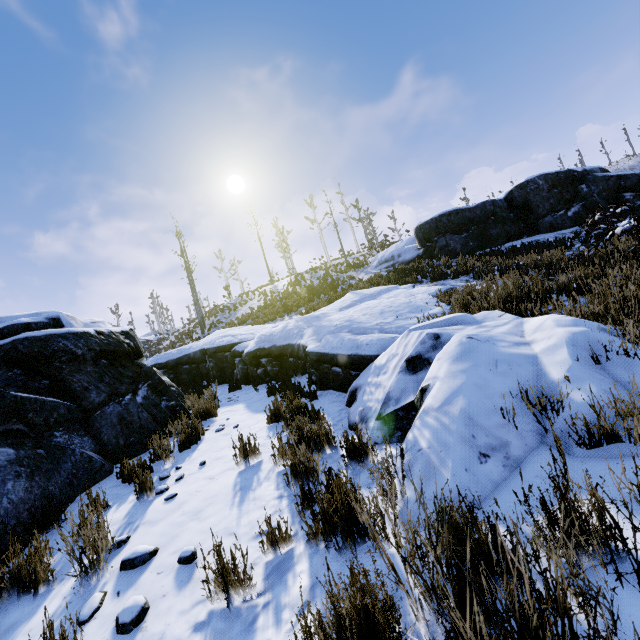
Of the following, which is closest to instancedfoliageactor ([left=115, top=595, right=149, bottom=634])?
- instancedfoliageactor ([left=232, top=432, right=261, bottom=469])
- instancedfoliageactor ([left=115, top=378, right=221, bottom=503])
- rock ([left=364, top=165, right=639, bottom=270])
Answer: instancedfoliageactor ([left=232, top=432, right=261, bottom=469])

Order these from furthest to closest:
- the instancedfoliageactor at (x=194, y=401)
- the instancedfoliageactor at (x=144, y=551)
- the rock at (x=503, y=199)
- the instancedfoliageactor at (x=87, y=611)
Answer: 1. the rock at (x=503, y=199)
2. the instancedfoliageactor at (x=194, y=401)
3. the instancedfoliageactor at (x=144, y=551)
4. the instancedfoliageactor at (x=87, y=611)

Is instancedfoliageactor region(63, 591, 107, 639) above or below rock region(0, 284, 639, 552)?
below

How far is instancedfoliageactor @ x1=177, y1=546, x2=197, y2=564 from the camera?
2.6m

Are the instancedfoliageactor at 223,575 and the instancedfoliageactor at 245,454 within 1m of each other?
no

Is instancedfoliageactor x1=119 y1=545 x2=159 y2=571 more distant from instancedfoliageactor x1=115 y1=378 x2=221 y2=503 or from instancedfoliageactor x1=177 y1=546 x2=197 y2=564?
instancedfoliageactor x1=115 y1=378 x2=221 y2=503

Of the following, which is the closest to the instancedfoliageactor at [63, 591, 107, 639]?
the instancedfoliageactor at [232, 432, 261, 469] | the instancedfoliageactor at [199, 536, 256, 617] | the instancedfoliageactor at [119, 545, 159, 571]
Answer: the instancedfoliageactor at [119, 545, 159, 571]

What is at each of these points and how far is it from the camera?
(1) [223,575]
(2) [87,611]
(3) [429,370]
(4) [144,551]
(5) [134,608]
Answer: (1) instancedfoliageactor, 2.2 meters
(2) instancedfoliageactor, 2.4 meters
(3) rock, 3.3 meters
(4) instancedfoliageactor, 2.8 meters
(5) instancedfoliageactor, 2.2 meters
